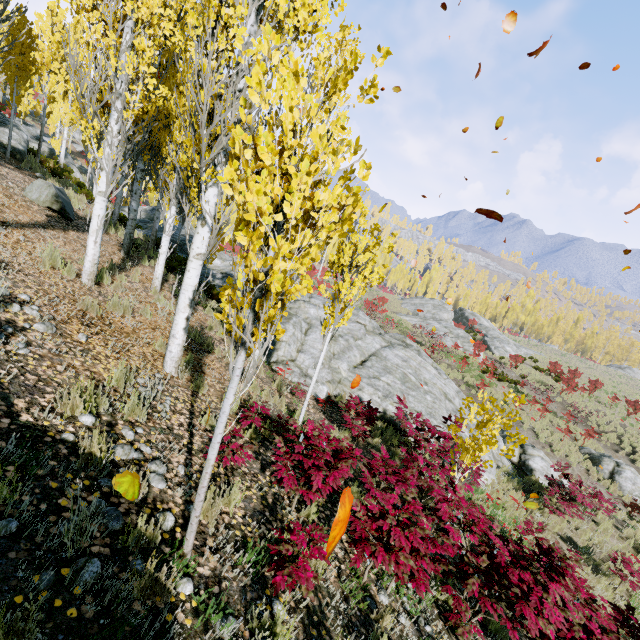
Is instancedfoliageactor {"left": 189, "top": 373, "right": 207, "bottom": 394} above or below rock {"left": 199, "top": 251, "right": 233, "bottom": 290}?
above

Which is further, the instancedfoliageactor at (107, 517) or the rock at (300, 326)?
the rock at (300, 326)

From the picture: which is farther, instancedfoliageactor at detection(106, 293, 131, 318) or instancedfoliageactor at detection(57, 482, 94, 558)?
instancedfoliageactor at detection(106, 293, 131, 318)

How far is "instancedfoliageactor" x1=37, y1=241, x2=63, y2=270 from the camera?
6.24m

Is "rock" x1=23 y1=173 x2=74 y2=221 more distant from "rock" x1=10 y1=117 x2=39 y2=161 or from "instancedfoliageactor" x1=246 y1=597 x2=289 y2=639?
"rock" x1=10 y1=117 x2=39 y2=161

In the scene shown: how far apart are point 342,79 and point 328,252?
41.9 meters

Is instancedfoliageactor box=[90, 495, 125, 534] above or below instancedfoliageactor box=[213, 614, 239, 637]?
above

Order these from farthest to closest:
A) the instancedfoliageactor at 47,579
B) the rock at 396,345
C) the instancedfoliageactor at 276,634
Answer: the rock at 396,345
the instancedfoliageactor at 276,634
the instancedfoliageactor at 47,579
